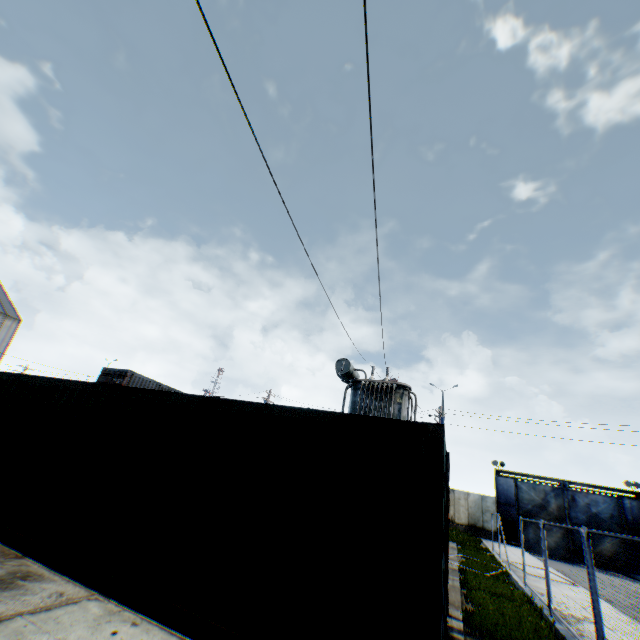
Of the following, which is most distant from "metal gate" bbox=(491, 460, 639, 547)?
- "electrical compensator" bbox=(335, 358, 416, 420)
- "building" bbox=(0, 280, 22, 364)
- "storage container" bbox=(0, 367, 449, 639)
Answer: "building" bbox=(0, 280, 22, 364)

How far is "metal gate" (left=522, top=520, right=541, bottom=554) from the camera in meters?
27.9

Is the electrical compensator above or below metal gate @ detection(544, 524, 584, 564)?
above

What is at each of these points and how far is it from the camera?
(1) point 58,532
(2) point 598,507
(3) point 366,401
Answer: (1) storage container, 5.52m
(2) metal gate, 27.80m
(3) electrical compensator, 14.48m

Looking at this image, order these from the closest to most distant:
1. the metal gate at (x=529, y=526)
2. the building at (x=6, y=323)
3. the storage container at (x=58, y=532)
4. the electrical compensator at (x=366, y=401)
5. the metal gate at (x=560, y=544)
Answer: the storage container at (x=58, y=532), the electrical compensator at (x=366, y=401), the metal gate at (x=560, y=544), the metal gate at (x=529, y=526), the building at (x=6, y=323)

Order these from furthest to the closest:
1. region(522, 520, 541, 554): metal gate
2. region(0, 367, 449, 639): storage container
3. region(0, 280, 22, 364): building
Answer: region(0, 280, 22, 364): building, region(522, 520, 541, 554): metal gate, region(0, 367, 449, 639): storage container

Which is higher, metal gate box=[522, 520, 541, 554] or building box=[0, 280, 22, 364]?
building box=[0, 280, 22, 364]

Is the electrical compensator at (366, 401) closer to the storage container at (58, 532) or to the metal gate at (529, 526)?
the storage container at (58, 532)
